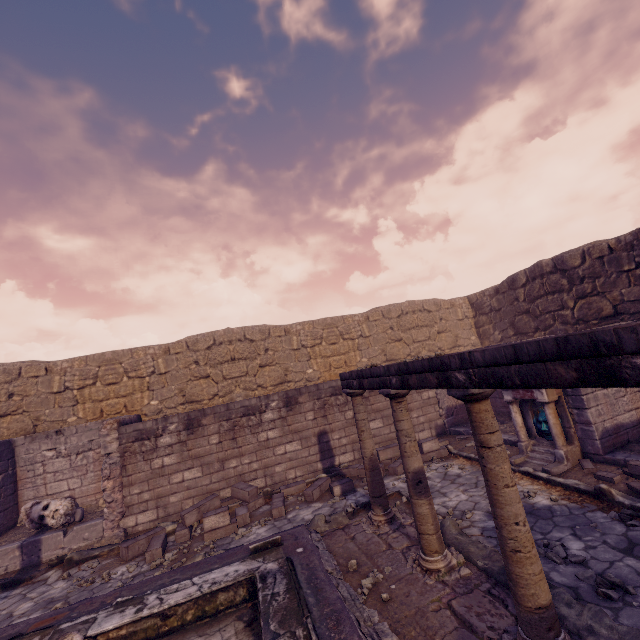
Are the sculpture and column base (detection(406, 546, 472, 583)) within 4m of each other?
no

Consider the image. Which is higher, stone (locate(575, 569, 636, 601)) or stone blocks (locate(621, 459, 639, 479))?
stone blocks (locate(621, 459, 639, 479))

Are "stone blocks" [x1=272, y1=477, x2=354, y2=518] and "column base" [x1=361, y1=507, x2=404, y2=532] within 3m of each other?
yes

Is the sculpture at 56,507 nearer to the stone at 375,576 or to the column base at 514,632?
the stone at 375,576

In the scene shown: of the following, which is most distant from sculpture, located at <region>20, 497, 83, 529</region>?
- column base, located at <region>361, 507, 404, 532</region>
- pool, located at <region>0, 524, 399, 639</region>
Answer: column base, located at <region>361, 507, 404, 532</region>

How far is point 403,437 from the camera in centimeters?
455cm

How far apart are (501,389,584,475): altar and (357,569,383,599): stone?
4.13m

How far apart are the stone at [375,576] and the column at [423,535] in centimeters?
44cm
